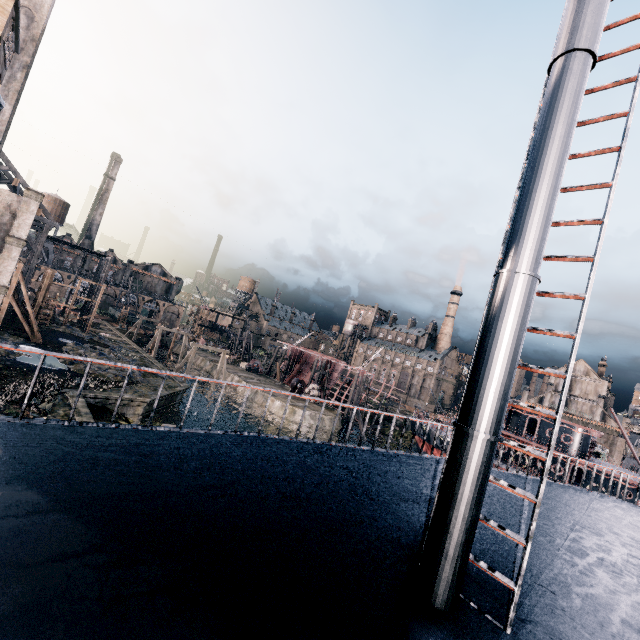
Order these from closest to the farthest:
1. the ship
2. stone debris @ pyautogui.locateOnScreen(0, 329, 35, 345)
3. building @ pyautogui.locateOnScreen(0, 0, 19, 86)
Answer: the ship → building @ pyautogui.locateOnScreen(0, 0, 19, 86) → stone debris @ pyautogui.locateOnScreen(0, 329, 35, 345)

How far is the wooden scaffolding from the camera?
41.13m

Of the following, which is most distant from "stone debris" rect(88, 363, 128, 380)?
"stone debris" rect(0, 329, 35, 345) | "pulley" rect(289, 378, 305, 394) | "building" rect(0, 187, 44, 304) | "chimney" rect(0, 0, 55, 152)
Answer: "building" rect(0, 187, 44, 304)

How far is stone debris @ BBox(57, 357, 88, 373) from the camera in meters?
28.8 m

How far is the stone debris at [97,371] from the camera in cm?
2945

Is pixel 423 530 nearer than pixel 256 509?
No

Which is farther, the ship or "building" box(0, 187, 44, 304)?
"building" box(0, 187, 44, 304)

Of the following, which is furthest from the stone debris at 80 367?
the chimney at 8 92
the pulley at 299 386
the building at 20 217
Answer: the building at 20 217
